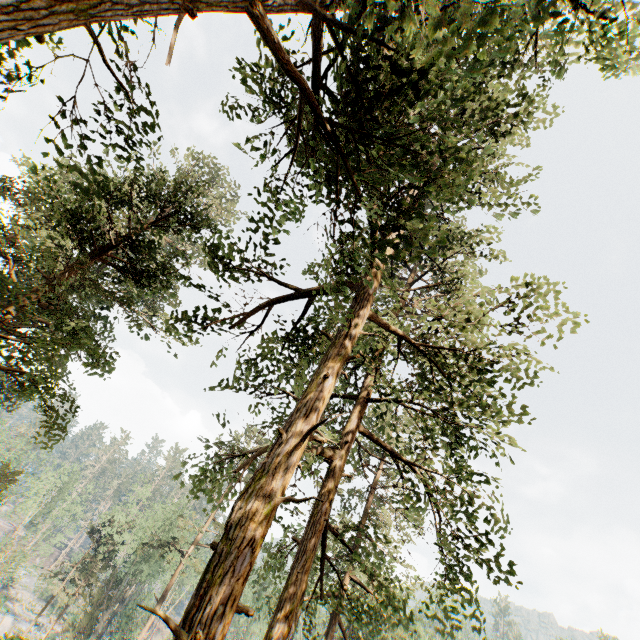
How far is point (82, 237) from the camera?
9.6m

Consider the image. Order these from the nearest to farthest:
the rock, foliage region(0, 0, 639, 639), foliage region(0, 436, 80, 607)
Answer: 1. foliage region(0, 0, 639, 639)
2. the rock
3. foliage region(0, 436, 80, 607)

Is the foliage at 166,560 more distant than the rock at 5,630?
No

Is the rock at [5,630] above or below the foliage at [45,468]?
below

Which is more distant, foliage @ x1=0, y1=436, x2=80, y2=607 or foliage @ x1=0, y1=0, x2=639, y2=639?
foliage @ x1=0, y1=436, x2=80, y2=607

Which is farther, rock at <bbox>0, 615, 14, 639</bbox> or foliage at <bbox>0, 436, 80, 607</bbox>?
foliage at <bbox>0, 436, 80, 607</bbox>

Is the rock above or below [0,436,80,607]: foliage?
below
